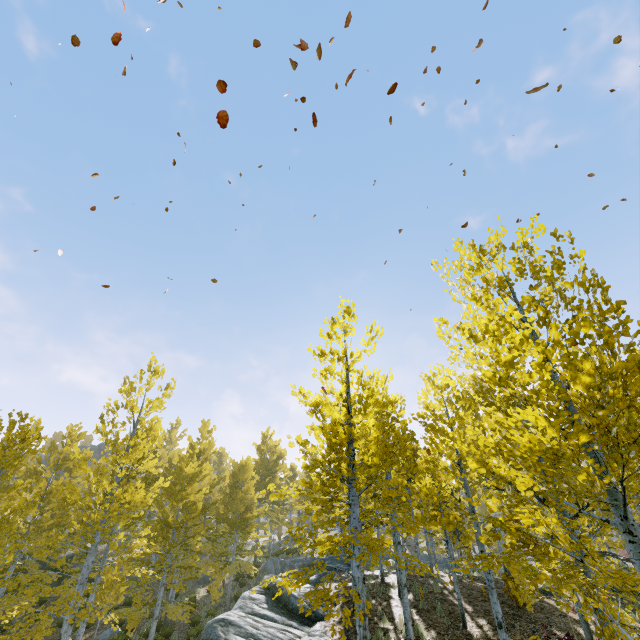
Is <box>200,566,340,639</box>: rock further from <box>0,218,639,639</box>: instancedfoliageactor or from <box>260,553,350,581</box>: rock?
<box>260,553,350,581</box>: rock

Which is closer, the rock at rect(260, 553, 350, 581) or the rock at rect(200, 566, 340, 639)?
the rock at rect(200, 566, 340, 639)

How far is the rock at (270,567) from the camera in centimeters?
2357cm

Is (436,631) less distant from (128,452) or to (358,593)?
(358,593)

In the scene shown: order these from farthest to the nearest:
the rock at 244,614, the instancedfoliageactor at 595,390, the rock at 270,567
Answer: the rock at 270,567
the rock at 244,614
the instancedfoliageactor at 595,390

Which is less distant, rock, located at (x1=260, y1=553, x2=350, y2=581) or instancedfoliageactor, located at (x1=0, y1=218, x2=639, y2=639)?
instancedfoliageactor, located at (x1=0, y1=218, x2=639, y2=639)

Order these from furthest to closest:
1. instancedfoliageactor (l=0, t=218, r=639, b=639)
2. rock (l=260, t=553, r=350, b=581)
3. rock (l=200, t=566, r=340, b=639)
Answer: rock (l=260, t=553, r=350, b=581) → rock (l=200, t=566, r=340, b=639) → instancedfoliageactor (l=0, t=218, r=639, b=639)
